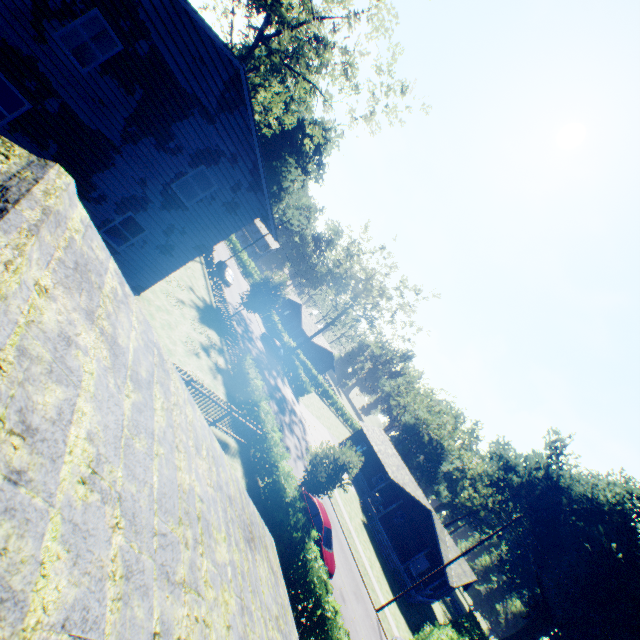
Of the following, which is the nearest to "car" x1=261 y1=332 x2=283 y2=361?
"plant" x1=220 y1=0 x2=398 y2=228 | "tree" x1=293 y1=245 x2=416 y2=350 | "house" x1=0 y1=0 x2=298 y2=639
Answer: "tree" x1=293 y1=245 x2=416 y2=350

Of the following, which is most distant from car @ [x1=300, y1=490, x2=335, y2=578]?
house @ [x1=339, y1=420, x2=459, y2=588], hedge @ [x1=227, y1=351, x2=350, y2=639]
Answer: house @ [x1=339, y1=420, x2=459, y2=588]

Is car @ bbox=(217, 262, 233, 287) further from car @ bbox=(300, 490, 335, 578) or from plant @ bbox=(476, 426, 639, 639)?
car @ bbox=(300, 490, 335, 578)

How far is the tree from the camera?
43.5m

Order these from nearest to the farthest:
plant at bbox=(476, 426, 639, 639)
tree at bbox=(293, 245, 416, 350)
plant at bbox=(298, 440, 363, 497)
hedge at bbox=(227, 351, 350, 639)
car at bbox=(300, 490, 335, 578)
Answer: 1. hedge at bbox=(227, 351, 350, 639)
2. car at bbox=(300, 490, 335, 578)
3. plant at bbox=(298, 440, 363, 497)
4. plant at bbox=(476, 426, 639, 639)
5. tree at bbox=(293, 245, 416, 350)

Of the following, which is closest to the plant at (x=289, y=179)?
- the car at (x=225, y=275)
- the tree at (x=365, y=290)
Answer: the car at (x=225, y=275)

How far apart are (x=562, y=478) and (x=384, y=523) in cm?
3518

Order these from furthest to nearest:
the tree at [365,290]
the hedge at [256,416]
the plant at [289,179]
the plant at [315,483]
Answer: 1. the tree at [365,290]
2. the plant at [289,179]
3. the plant at [315,483]
4. the hedge at [256,416]
